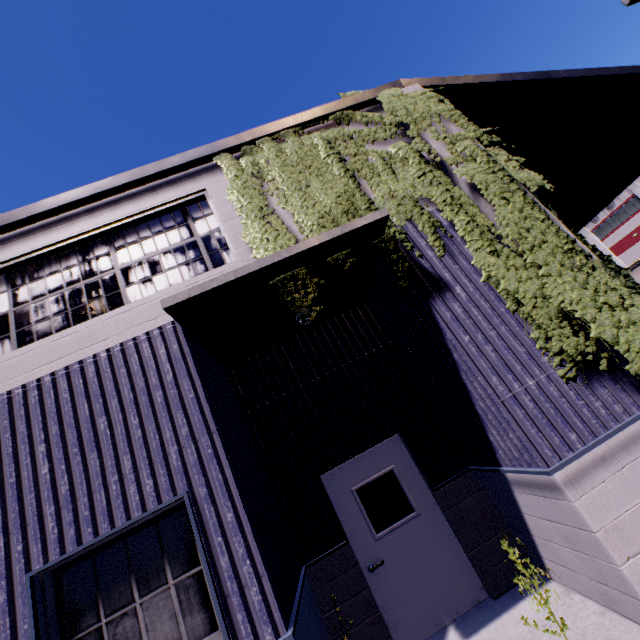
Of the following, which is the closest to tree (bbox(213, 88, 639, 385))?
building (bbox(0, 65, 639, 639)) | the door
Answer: building (bbox(0, 65, 639, 639))

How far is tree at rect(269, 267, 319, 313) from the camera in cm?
405

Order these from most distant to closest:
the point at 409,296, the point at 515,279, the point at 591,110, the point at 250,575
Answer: the point at 591,110, the point at 409,296, the point at 515,279, the point at 250,575

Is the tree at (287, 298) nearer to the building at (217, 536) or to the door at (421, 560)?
the building at (217, 536)

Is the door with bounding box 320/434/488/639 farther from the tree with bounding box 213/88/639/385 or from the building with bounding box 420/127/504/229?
the tree with bounding box 213/88/639/385

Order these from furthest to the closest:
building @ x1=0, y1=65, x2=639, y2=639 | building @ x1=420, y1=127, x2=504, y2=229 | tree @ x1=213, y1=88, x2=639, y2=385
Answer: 1. building @ x1=420, y1=127, x2=504, y2=229
2. tree @ x1=213, y1=88, x2=639, y2=385
3. building @ x1=0, y1=65, x2=639, y2=639

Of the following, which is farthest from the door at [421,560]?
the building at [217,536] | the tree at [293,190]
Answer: the tree at [293,190]
